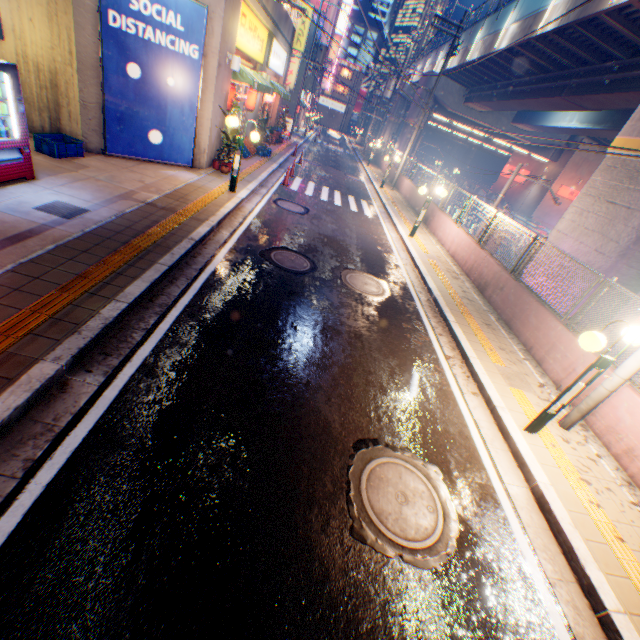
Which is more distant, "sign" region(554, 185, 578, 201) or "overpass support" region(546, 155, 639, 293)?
"sign" region(554, 185, 578, 201)

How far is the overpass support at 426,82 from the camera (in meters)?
30.81

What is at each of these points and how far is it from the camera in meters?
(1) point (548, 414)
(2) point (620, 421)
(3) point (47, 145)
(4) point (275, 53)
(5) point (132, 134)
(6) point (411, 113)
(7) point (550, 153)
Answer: (1) street lamp, 5.0 m
(2) concrete block, 5.4 m
(3) plastic crate, 8.2 m
(4) sign, 18.0 m
(5) billboard, 9.7 m
(6) overpass support, 33.6 m
(7) overpass support, 35.2 m

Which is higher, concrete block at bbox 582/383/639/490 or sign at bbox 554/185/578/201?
sign at bbox 554/185/578/201

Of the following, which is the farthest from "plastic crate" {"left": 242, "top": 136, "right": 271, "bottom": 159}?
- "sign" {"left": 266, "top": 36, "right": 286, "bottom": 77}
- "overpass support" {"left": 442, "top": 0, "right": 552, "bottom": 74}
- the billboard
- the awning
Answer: "overpass support" {"left": 442, "top": 0, "right": 552, "bottom": 74}

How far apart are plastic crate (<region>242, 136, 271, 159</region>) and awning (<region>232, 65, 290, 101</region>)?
2.2m

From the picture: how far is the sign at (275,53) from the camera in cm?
1706

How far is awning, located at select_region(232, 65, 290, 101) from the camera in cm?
1195
